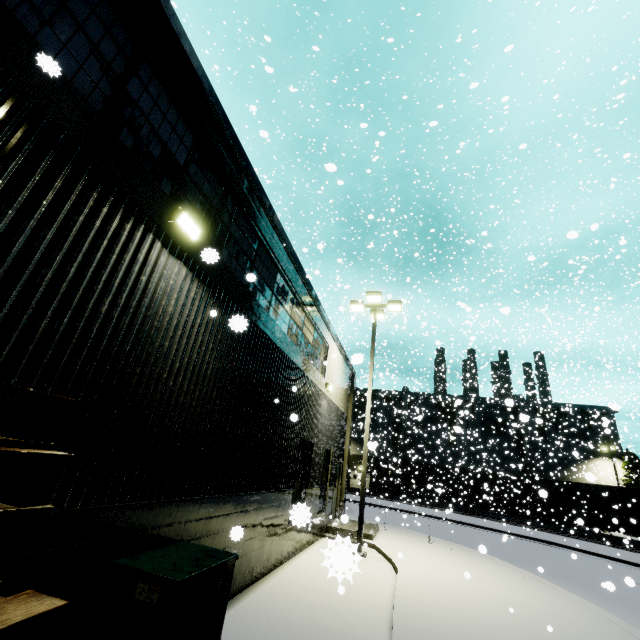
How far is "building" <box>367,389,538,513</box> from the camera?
37.5 meters

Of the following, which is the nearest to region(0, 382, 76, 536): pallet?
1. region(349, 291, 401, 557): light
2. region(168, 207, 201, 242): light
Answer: region(168, 207, 201, 242): light

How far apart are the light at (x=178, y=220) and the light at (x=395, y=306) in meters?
10.1

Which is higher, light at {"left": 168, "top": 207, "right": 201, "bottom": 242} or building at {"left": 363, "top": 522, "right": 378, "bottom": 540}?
light at {"left": 168, "top": 207, "right": 201, "bottom": 242}

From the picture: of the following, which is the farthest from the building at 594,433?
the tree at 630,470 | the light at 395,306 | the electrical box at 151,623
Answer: the light at 395,306

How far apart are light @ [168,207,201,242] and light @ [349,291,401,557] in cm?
1011

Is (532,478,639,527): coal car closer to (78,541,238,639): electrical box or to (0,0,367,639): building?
(0,0,367,639): building

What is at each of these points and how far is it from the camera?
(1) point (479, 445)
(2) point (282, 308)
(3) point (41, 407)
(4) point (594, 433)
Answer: (1) building, 48.6m
(2) building, 9.1m
(3) pallet, 1.3m
(4) building, 45.8m
